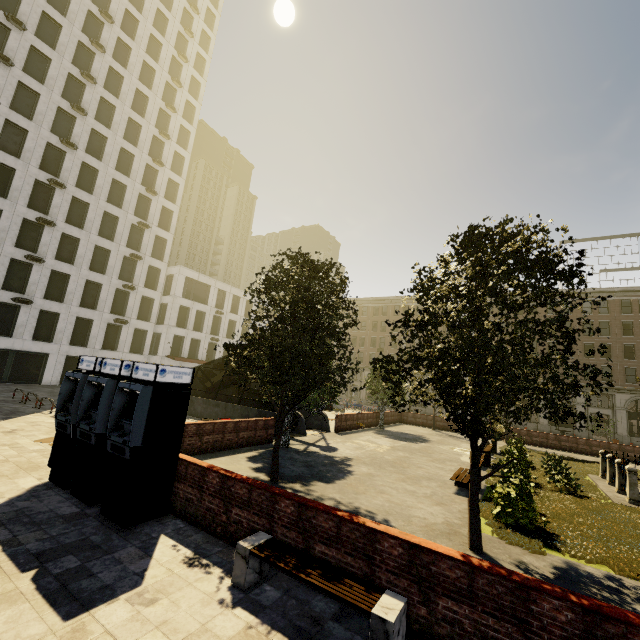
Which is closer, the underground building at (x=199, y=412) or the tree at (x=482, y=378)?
the tree at (x=482, y=378)

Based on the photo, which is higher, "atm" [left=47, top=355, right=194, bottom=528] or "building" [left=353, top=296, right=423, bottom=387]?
"building" [left=353, top=296, right=423, bottom=387]

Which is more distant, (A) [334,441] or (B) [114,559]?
(A) [334,441]

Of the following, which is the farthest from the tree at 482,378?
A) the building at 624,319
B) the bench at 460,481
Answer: the bench at 460,481

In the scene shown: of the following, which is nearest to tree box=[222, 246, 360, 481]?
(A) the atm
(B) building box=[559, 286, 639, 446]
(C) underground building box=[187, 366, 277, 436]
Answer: (C) underground building box=[187, 366, 277, 436]

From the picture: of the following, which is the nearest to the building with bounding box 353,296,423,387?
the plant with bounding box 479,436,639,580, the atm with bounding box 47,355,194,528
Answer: the atm with bounding box 47,355,194,528

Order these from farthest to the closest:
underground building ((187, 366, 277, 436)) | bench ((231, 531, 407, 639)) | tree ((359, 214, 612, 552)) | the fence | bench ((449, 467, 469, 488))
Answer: underground building ((187, 366, 277, 436)) → the fence → bench ((449, 467, 469, 488)) → tree ((359, 214, 612, 552)) → bench ((231, 531, 407, 639))

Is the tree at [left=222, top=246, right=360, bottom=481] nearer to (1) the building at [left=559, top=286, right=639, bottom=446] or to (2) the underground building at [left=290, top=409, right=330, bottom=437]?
(2) the underground building at [left=290, top=409, right=330, bottom=437]
